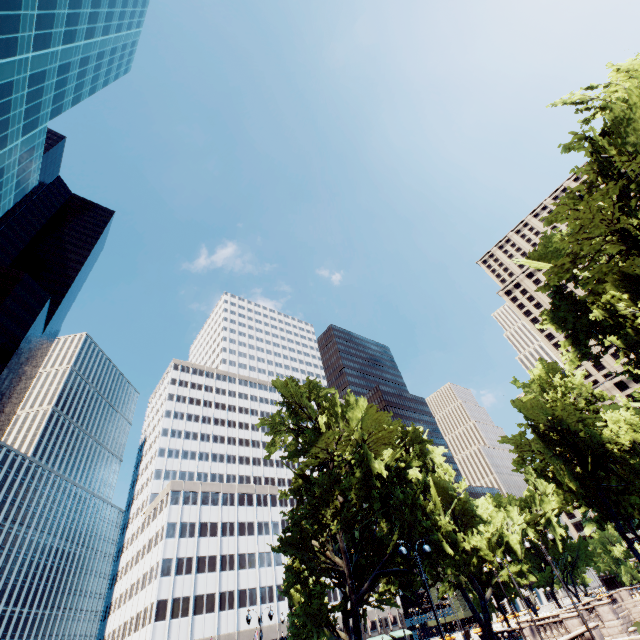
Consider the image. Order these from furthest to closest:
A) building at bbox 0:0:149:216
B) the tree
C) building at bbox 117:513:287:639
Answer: building at bbox 117:513:287:639 → building at bbox 0:0:149:216 → the tree

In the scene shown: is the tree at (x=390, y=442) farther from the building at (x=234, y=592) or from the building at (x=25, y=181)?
the building at (x=25, y=181)

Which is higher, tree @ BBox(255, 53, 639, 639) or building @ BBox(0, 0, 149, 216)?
building @ BBox(0, 0, 149, 216)

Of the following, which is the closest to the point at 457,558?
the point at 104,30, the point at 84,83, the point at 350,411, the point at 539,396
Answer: the point at 350,411

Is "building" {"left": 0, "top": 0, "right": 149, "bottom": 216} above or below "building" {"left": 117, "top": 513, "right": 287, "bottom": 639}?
above

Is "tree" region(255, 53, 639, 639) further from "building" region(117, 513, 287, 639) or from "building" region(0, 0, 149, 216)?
"building" region(0, 0, 149, 216)

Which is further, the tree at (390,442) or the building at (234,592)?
the building at (234,592)
